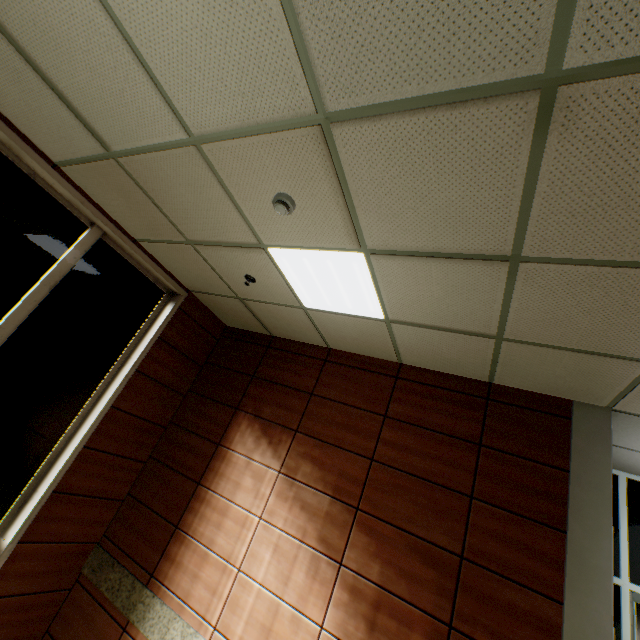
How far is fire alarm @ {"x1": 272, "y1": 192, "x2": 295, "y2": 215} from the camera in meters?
2.3 m

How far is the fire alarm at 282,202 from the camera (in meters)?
2.26

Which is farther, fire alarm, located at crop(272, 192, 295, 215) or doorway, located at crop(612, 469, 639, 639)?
doorway, located at crop(612, 469, 639, 639)

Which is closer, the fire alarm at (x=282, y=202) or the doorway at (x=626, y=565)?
the fire alarm at (x=282, y=202)

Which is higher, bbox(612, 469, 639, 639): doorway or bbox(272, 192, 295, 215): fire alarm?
bbox(272, 192, 295, 215): fire alarm

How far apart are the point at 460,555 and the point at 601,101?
3.4m
